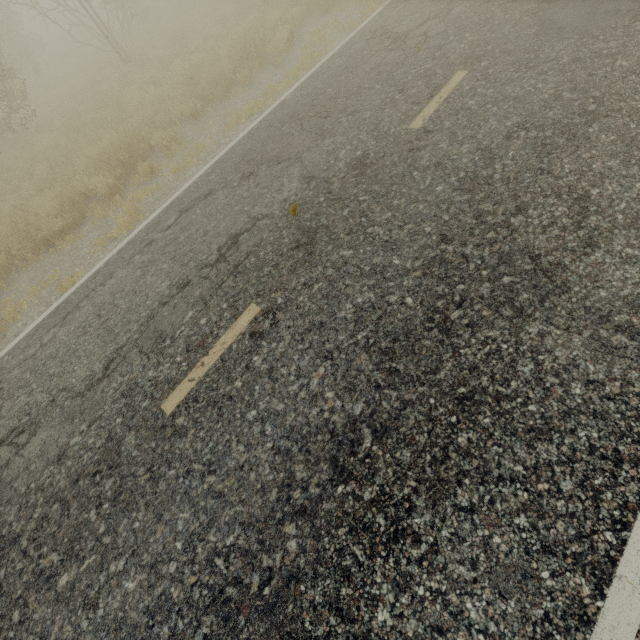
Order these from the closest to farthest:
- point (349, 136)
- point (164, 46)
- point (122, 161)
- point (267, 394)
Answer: point (267, 394)
point (349, 136)
point (122, 161)
point (164, 46)
